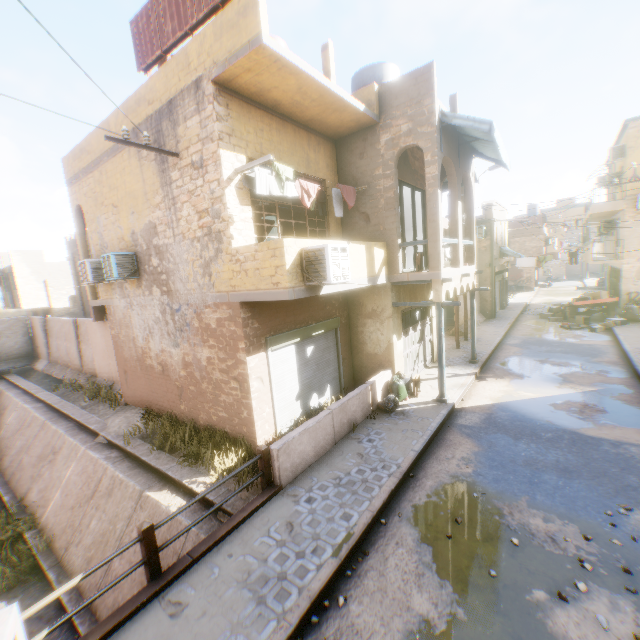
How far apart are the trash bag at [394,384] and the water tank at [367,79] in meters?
8.3 m

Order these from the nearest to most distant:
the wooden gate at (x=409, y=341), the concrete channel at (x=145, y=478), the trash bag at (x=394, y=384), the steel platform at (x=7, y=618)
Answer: the steel platform at (x=7, y=618), the concrete channel at (x=145, y=478), the trash bag at (x=394, y=384), the wooden gate at (x=409, y=341)

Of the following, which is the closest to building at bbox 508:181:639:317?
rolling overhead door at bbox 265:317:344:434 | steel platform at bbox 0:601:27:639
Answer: rolling overhead door at bbox 265:317:344:434

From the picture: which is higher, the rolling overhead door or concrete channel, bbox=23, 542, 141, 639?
the rolling overhead door

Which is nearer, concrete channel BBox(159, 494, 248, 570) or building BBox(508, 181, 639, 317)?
concrete channel BBox(159, 494, 248, 570)

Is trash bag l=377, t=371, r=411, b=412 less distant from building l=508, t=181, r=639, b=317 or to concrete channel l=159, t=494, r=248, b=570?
building l=508, t=181, r=639, b=317

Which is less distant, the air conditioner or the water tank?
the air conditioner

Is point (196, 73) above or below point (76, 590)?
above
